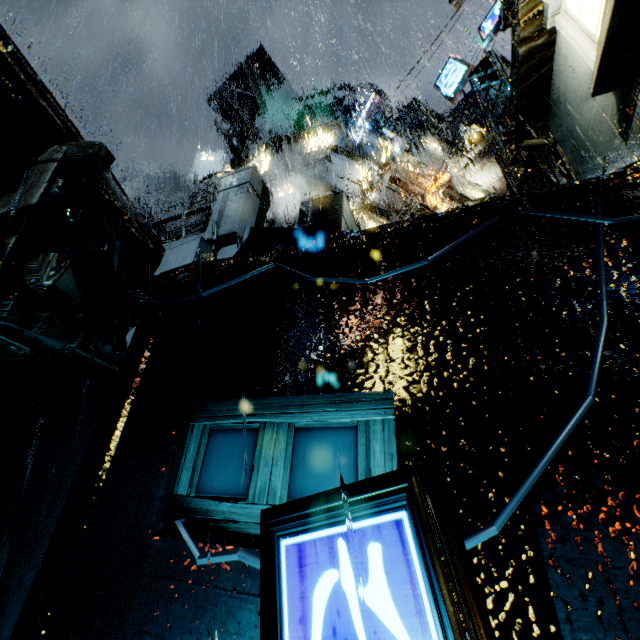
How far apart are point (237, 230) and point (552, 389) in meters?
5.5 m

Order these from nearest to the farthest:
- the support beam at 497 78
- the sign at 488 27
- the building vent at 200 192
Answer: the support beam at 497 78
the sign at 488 27
the building vent at 200 192

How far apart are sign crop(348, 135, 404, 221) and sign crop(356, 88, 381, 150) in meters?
9.0 m

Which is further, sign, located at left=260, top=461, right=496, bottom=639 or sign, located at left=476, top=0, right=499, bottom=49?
sign, located at left=476, top=0, right=499, bottom=49

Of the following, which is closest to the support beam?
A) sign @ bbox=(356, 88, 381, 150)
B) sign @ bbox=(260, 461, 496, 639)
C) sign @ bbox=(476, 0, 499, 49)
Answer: sign @ bbox=(476, 0, 499, 49)

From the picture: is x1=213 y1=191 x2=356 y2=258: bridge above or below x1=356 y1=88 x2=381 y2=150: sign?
below

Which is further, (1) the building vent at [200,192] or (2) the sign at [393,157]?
(1) the building vent at [200,192]

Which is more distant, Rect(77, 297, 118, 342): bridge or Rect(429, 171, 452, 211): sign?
Rect(429, 171, 452, 211): sign
